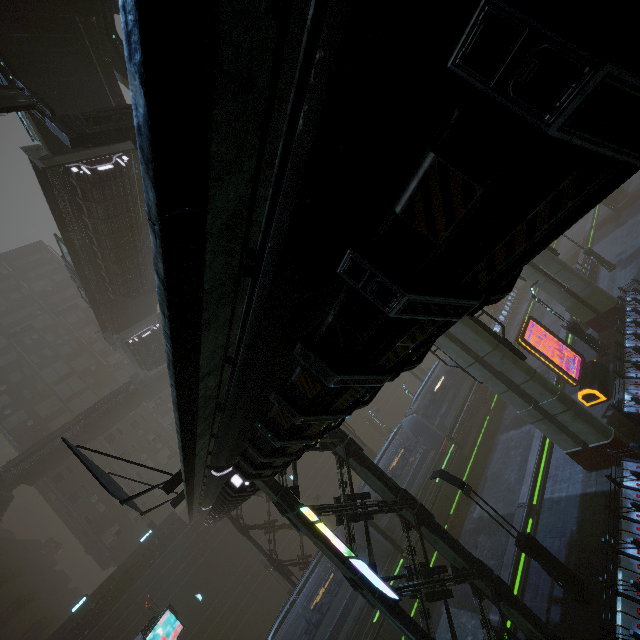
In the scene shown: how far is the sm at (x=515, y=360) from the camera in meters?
12.7 m

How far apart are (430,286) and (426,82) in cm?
119

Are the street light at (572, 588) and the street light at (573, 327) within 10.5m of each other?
no

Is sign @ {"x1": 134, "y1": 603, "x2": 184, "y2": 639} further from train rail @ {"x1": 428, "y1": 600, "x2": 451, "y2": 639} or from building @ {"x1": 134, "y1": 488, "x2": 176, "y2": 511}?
train rail @ {"x1": 428, "y1": 600, "x2": 451, "y2": 639}

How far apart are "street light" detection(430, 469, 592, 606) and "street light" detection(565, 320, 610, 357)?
12.7m

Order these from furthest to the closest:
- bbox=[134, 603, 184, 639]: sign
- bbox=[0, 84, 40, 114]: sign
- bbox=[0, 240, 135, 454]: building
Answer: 1. bbox=[0, 240, 135, 454]: building
2. bbox=[134, 603, 184, 639]: sign
3. bbox=[0, 84, 40, 114]: sign

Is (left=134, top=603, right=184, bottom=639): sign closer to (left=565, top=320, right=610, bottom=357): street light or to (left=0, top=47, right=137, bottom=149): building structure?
(left=0, top=47, right=137, bottom=149): building structure

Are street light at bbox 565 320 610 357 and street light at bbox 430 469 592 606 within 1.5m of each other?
no
